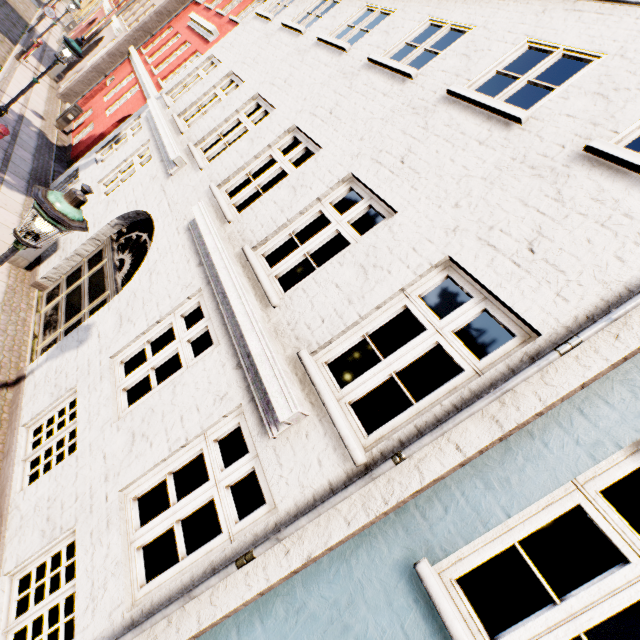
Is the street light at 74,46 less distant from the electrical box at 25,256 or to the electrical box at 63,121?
the electrical box at 25,256

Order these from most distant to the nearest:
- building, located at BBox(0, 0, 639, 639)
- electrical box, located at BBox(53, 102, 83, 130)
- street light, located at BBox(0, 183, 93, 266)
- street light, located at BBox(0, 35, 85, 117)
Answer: electrical box, located at BBox(53, 102, 83, 130), street light, located at BBox(0, 35, 85, 117), street light, located at BBox(0, 183, 93, 266), building, located at BBox(0, 0, 639, 639)

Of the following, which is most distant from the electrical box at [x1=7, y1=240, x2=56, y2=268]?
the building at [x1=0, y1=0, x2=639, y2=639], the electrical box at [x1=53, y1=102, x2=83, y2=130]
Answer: the electrical box at [x1=53, y1=102, x2=83, y2=130]

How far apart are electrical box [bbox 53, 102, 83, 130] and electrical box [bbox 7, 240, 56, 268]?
9.64m

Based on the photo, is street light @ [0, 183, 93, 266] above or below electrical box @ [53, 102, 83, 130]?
above

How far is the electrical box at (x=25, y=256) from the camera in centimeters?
698cm

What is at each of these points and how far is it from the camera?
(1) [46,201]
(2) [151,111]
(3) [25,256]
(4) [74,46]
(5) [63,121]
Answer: (1) street light, 3.00m
(2) building, 8.20m
(3) electrical box, 7.05m
(4) street light, 8.04m
(5) electrical box, 13.36m

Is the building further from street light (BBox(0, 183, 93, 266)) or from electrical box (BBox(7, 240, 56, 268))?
street light (BBox(0, 183, 93, 266))
